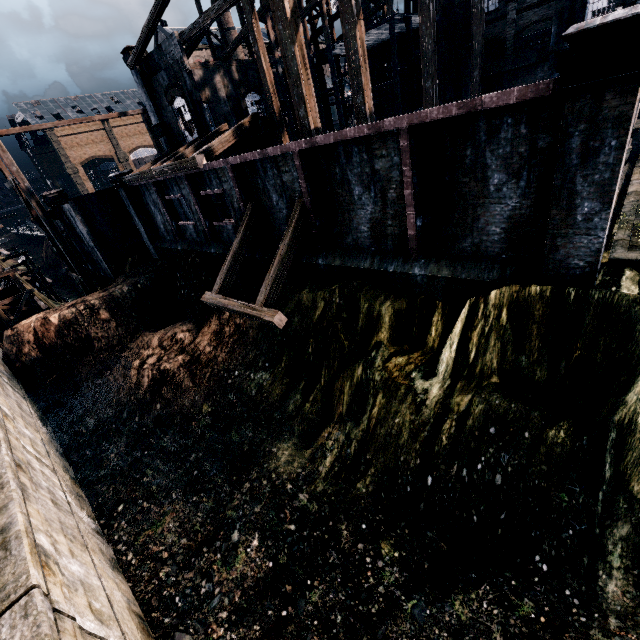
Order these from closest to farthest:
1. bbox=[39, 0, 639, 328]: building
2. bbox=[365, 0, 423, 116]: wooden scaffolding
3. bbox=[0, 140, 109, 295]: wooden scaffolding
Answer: bbox=[39, 0, 639, 328]: building
bbox=[0, 140, 109, 295]: wooden scaffolding
bbox=[365, 0, 423, 116]: wooden scaffolding

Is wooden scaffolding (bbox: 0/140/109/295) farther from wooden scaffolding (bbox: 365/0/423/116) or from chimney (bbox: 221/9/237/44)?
chimney (bbox: 221/9/237/44)

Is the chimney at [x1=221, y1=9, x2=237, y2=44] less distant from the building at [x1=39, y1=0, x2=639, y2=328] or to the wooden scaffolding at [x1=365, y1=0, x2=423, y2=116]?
the building at [x1=39, y1=0, x2=639, y2=328]

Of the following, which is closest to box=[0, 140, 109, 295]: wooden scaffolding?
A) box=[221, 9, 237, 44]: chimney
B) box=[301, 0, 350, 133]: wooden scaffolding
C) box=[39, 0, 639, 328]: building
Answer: box=[39, 0, 639, 328]: building

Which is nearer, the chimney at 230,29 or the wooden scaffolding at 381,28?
the wooden scaffolding at 381,28

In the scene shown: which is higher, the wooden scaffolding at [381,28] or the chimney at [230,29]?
the chimney at [230,29]

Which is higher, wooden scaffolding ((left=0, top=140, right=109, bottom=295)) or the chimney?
the chimney

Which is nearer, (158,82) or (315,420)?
(315,420)
